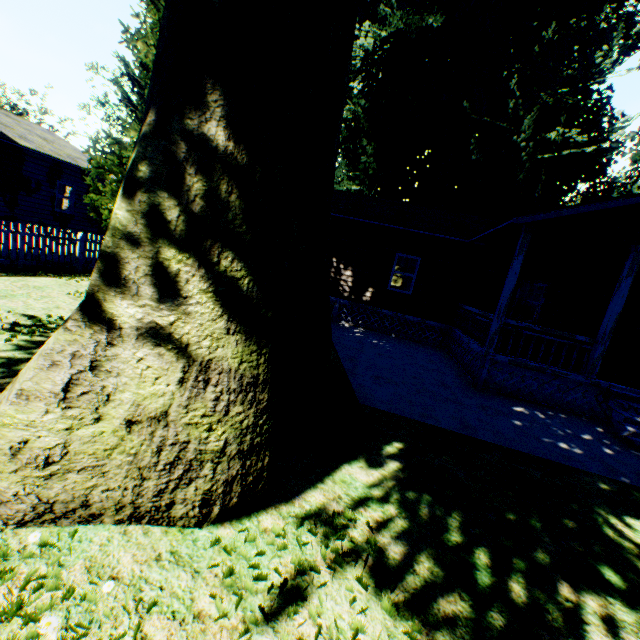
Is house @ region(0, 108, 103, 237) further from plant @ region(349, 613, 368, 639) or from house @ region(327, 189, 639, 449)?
house @ region(327, 189, 639, 449)

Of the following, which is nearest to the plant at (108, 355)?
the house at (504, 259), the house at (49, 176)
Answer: the house at (504, 259)

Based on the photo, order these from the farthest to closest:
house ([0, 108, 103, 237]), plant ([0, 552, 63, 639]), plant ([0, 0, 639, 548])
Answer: house ([0, 108, 103, 237])
plant ([0, 0, 639, 548])
plant ([0, 552, 63, 639])

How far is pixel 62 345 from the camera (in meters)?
2.57

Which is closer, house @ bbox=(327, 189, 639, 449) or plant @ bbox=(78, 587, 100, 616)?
plant @ bbox=(78, 587, 100, 616)

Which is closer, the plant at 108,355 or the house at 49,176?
the plant at 108,355

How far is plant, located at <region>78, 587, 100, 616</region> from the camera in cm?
199
